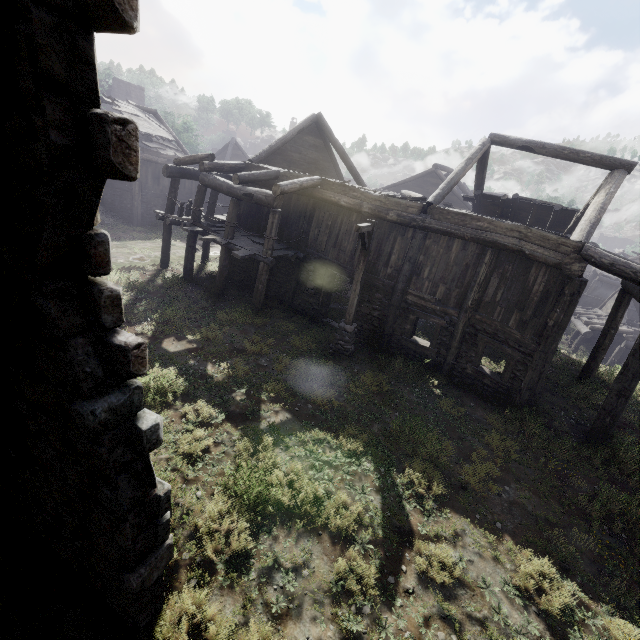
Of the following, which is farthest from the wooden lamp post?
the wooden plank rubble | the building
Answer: the wooden plank rubble

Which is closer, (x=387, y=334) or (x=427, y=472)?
(x=427, y=472)

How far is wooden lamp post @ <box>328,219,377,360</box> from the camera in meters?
9.7

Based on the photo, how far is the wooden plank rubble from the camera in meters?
23.3

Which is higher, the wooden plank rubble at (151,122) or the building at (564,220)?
the wooden plank rubble at (151,122)

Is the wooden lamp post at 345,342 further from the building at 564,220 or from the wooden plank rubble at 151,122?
the wooden plank rubble at 151,122

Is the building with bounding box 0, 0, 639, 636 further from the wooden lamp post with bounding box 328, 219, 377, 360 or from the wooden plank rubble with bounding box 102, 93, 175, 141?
the wooden lamp post with bounding box 328, 219, 377, 360
